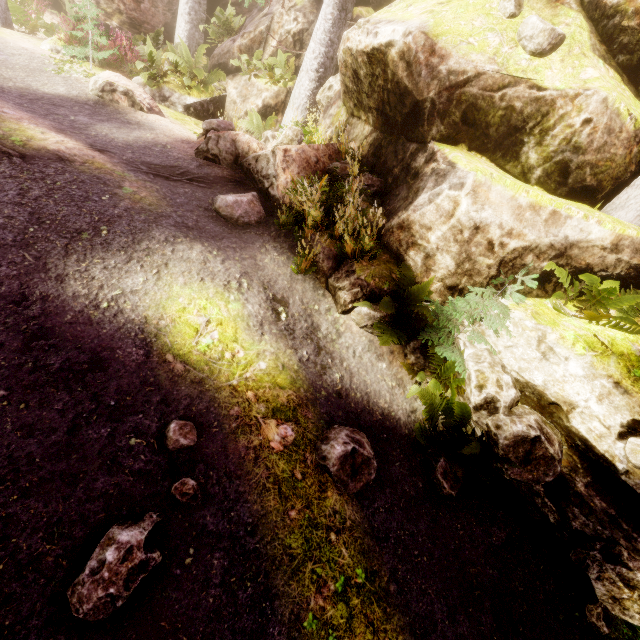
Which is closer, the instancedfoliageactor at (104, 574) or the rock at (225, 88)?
the instancedfoliageactor at (104, 574)

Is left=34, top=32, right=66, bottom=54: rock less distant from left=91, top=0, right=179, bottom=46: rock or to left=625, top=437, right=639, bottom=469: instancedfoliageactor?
left=625, top=437, right=639, bottom=469: instancedfoliageactor

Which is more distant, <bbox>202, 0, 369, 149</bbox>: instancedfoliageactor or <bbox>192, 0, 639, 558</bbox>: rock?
<bbox>202, 0, 369, 149</bbox>: instancedfoliageactor

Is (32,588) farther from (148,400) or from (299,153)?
(299,153)

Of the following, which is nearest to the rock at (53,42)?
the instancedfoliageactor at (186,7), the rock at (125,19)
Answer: the instancedfoliageactor at (186,7)

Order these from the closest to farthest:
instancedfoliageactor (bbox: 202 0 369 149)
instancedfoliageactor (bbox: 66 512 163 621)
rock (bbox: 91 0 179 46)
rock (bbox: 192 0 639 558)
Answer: instancedfoliageactor (bbox: 66 512 163 621), rock (bbox: 192 0 639 558), instancedfoliageactor (bbox: 202 0 369 149), rock (bbox: 91 0 179 46)

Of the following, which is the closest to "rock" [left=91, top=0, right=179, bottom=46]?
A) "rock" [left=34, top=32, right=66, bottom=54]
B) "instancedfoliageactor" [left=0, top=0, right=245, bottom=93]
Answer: "instancedfoliageactor" [left=0, top=0, right=245, bottom=93]
